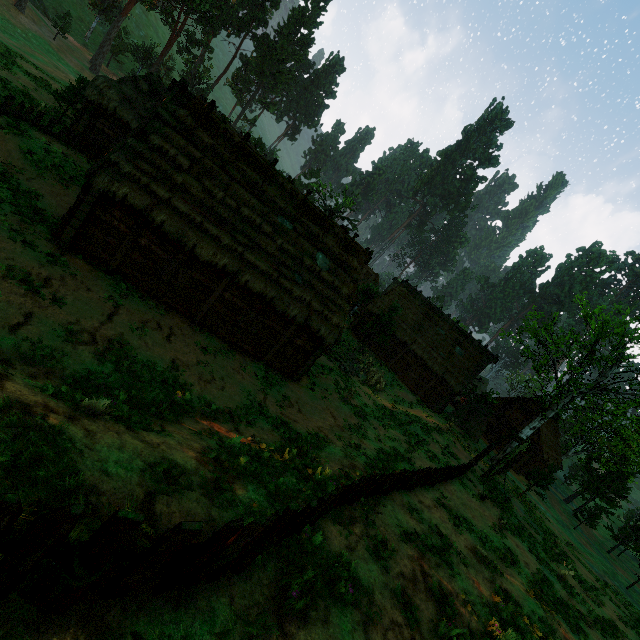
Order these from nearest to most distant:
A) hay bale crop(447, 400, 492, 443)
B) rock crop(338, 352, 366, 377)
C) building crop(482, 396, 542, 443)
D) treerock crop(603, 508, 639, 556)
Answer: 1. rock crop(338, 352, 366, 377)
2. hay bale crop(447, 400, 492, 443)
3. treerock crop(603, 508, 639, 556)
4. building crop(482, 396, 542, 443)

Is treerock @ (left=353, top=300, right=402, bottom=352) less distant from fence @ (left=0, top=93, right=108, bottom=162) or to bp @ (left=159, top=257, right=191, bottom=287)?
fence @ (left=0, top=93, right=108, bottom=162)

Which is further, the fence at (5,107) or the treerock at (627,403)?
the treerock at (627,403)

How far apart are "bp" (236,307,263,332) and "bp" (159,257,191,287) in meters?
3.5 m

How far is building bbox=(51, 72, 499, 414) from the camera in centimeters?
1266cm

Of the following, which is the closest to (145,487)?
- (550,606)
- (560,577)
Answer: (550,606)

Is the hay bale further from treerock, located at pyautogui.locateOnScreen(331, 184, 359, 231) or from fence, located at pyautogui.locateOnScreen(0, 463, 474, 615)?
fence, located at pyautogui.locateOnScreen(0, 463, 474, 615)
